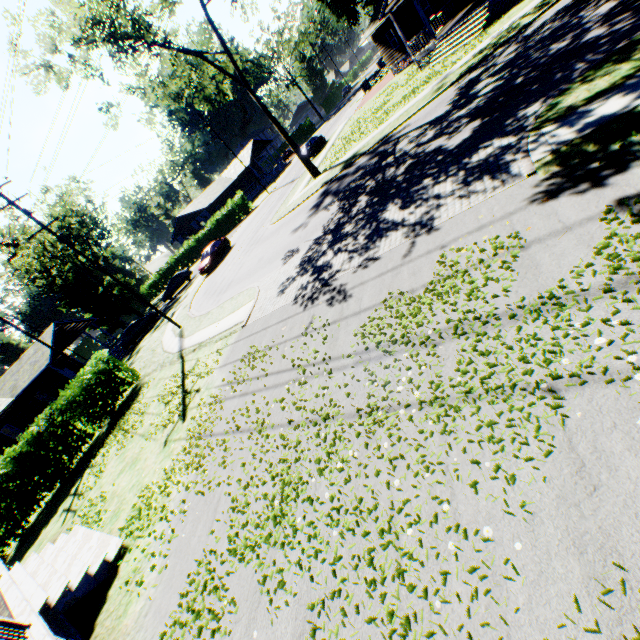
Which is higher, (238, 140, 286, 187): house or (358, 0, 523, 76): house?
(238, 140, 286, 187): house

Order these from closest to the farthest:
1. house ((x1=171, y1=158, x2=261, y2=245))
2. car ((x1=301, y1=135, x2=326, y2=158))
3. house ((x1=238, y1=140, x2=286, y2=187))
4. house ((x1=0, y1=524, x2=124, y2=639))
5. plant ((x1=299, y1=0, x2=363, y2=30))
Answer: house ((x1=0, y1=524, x2=124, y2=639)) < plant ((x1=299, y1=0, x2=363, y2=30)) < car ((x1=301, y1=135, x2=326, y2=158)) < house ((x1=171, y1=158, x2=261, y2=245)) < house ((x1=238, y1=140, x2=286, y2=187))

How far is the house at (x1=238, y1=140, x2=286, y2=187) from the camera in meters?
54.3 m

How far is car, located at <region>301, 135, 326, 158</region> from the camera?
34.03m

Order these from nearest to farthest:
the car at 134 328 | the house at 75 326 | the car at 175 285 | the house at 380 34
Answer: the house at 380 34 → the house at 75 326 → the car at 134 328 → the car at 175 285

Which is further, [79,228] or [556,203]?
[79,228]

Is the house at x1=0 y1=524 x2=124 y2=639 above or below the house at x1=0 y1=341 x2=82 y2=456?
below

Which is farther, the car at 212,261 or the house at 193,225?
the house at 193,225
